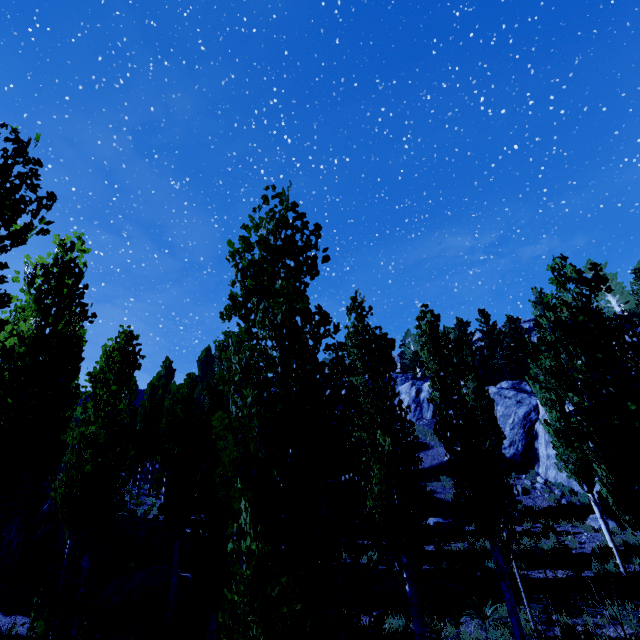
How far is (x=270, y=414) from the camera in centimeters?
409cm

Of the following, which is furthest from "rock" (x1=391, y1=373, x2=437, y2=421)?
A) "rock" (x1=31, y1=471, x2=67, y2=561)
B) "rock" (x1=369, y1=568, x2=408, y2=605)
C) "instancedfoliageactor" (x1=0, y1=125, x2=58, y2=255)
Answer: "rock" (x1=31, y1=471, x2=67, y2=561)

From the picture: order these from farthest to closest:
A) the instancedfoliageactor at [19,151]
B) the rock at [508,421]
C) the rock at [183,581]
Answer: the rock at [508,421]
the rock at [183,581]
the instancedfoliageactor at [19,151]

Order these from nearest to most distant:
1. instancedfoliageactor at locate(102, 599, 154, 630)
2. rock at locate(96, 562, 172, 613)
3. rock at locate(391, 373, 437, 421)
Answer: instancedfoliageactor at locate(102, 599, 154, 630), rock at locate(96, 562, 172, 613), rock at locate(391, 373, 437, 421)

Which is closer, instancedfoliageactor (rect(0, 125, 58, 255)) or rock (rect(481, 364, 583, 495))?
instancedfoliageactor (rect(0, 125, 58, 255))

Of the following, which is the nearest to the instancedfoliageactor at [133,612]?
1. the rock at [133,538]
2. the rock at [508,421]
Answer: the rock at [508,421]

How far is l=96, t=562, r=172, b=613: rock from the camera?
11.48m
